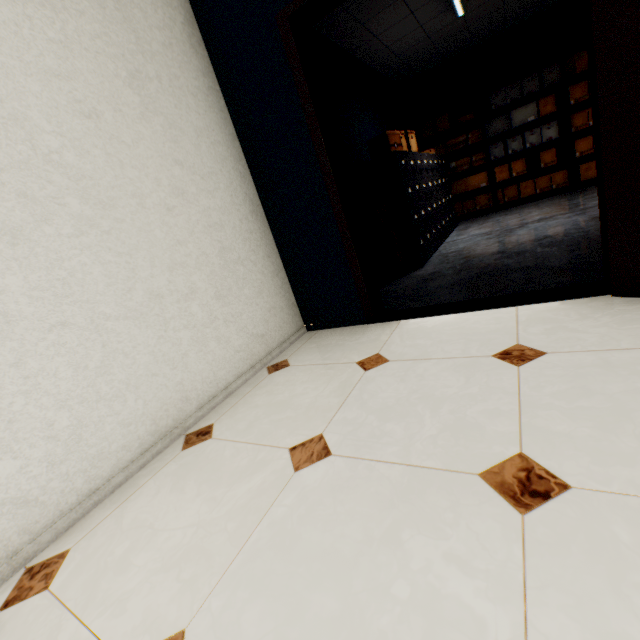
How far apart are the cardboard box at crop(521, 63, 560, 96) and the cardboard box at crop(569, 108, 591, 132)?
0.6 meters

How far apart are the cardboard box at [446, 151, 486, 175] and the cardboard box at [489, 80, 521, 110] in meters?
0.6 m

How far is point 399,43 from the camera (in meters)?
4.76

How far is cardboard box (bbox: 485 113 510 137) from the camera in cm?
588

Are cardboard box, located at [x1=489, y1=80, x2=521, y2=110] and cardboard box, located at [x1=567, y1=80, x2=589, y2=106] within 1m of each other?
yes

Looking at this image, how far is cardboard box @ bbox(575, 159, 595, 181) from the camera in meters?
5.5 m

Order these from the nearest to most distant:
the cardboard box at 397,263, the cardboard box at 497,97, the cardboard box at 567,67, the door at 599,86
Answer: the door at 599,86 < the cardboard box at 397,263 < the cardboard box at 567,67 < the cardboard box at 497,97

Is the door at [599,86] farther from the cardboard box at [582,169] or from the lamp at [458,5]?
the cardboard box at [582,169]
